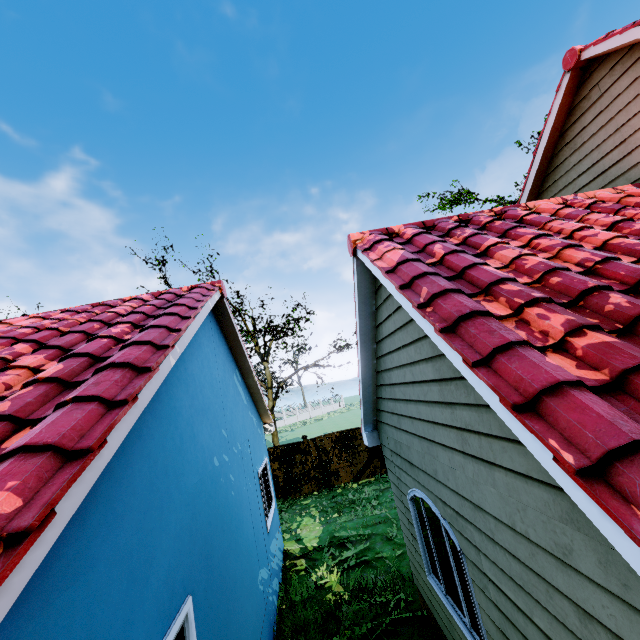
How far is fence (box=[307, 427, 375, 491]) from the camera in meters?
15.0

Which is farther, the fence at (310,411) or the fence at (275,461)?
the fence at (310,411)

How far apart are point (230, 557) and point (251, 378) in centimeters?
456cm

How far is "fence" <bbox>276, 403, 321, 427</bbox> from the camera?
52.67m

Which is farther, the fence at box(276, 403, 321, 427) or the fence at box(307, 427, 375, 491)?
the fence at box(276, 403, 321, 427)

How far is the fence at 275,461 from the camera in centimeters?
1473cm
